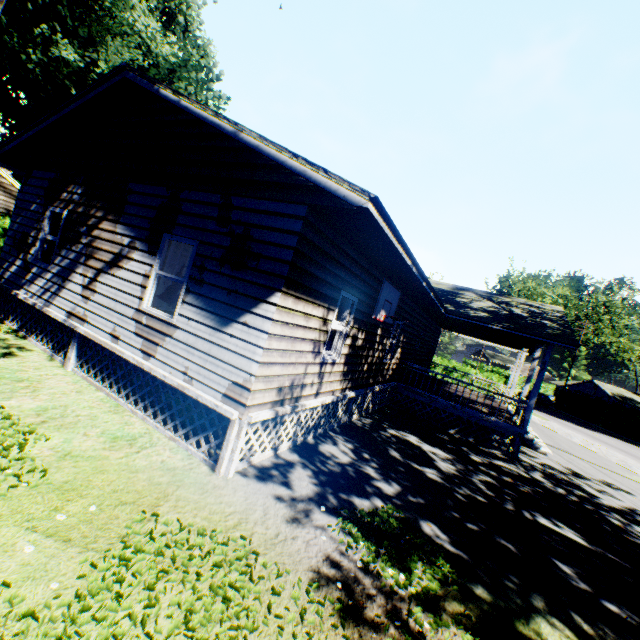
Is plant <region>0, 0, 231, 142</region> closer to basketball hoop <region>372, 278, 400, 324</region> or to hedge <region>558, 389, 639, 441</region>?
basketball hoop <region>372, 278, 400, 324</region>

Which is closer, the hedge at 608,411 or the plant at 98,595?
the plant at 98,595

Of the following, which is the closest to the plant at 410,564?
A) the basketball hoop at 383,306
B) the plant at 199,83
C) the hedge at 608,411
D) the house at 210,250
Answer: the plant at 199,83

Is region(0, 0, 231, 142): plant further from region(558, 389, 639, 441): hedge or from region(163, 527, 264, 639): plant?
region(558, 389, 639, 441): hedge

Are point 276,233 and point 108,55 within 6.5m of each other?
no

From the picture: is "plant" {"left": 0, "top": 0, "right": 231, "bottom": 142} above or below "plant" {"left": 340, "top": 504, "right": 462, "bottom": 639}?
above

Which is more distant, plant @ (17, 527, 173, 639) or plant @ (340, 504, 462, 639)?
plant @ (340, 504, 462, 639)

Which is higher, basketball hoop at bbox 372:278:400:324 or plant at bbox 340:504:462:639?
basketball hoop at bbox 372:278:400:324
